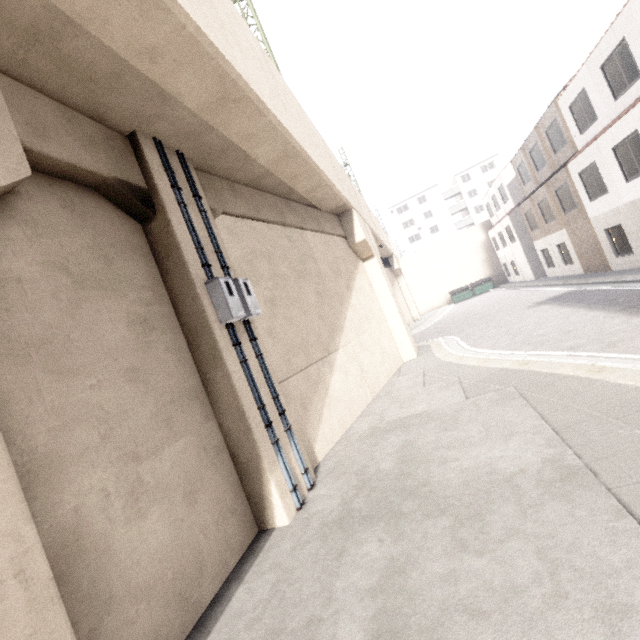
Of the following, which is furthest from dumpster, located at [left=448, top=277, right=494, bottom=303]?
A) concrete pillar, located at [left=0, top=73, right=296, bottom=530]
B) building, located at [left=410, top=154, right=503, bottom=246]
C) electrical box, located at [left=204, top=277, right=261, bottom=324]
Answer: electrical box, located at [left=204, top=277, right=261, bottom=324]

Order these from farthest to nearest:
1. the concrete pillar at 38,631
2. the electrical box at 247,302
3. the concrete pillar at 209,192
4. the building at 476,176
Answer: the building at 476,176, the concrete pillar at 209,192, the electrical box at 247,302, the concrete pillar at 38,631

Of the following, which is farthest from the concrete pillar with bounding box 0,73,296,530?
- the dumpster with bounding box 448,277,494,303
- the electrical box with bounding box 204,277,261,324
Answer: the dumpster with bounding box 448,277,494,303

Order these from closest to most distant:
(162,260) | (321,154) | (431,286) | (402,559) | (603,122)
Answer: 1. (402,559)
2. (162,260)
3. (321,154)
4. (603,122)
5. (431,286)

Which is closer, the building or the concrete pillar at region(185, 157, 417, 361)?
the concrete pillar at region(185, 157, 417, 361)

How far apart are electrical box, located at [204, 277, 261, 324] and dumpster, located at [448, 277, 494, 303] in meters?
33.2

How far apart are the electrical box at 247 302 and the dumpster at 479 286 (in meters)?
33.24

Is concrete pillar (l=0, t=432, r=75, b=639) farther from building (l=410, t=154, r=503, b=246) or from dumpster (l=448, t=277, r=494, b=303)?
dumpster (l=448, t=277, r=494, b=303)
